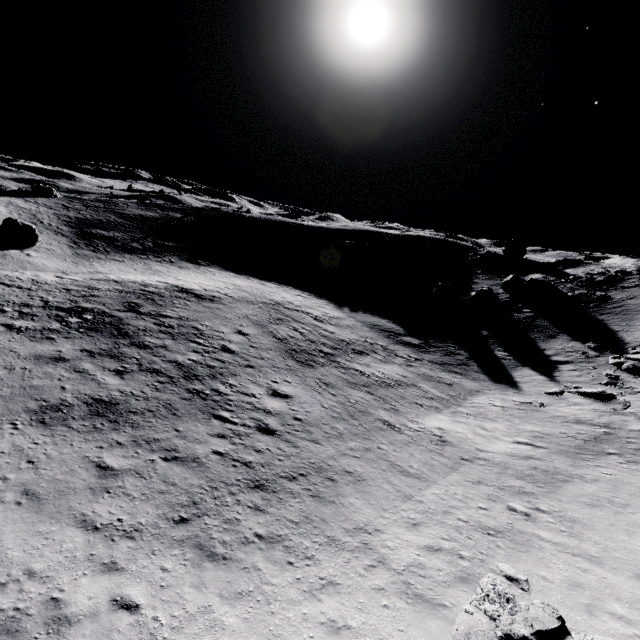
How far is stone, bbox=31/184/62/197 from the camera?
51.9 meters

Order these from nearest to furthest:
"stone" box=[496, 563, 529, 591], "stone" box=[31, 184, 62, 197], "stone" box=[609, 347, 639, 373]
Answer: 1. "stone" box=[496, 563, 529, 591]
2. "stone" box=[609, 347, 639, 373]
3. "stone" box=[31, 184, 62, 197]

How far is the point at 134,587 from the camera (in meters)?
7.98

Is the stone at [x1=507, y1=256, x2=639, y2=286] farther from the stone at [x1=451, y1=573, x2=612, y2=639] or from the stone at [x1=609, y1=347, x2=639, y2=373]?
the stone at [x1=451, y1=573, x2=612, y2=639]

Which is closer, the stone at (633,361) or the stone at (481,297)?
the stone at (633,361)

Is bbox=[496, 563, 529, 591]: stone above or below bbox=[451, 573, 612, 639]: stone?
below

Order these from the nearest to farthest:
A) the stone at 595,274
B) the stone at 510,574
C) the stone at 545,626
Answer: the stone at 545,626
the stone at 510,574
the stone at 595,274

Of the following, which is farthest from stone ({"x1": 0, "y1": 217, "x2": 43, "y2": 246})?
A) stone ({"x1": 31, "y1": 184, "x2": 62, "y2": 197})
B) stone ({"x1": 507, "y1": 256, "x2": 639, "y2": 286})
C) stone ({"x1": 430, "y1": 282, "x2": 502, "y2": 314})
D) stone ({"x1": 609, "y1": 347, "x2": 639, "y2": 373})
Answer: stone ({"x1": 507, "y1": 256, "x2": 639, "y2": 286})
